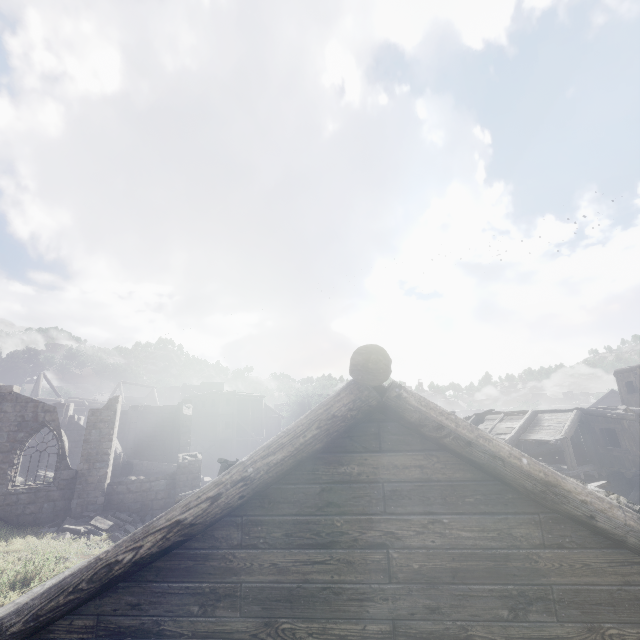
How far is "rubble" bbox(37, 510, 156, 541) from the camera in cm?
→ 1436

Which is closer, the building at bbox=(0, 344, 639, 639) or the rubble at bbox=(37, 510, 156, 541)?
the building at bbox=(0, 344, 639, 639)

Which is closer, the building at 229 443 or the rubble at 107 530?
the building at 229 443

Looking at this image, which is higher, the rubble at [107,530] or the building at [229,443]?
the building at [229,443]

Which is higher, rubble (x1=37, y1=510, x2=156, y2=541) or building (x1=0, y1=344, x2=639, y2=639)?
building (x1=0, y1=344, x2=639, y2=639)

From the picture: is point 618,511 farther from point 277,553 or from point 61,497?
point 61,497
